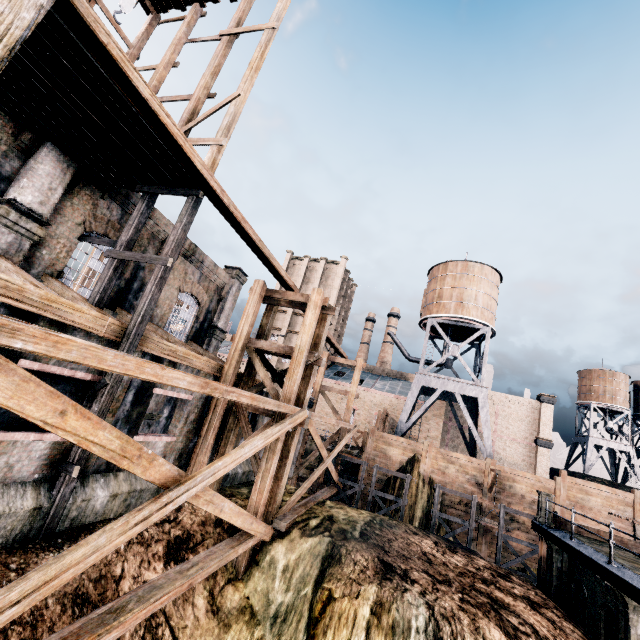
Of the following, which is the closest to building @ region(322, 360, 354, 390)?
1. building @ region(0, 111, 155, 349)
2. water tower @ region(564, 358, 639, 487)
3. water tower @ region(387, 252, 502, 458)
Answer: water tower @ region(387, 252, 502, 458)

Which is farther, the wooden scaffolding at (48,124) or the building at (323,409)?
the building at (323,409)

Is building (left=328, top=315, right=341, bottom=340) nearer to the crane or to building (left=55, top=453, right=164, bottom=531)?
building (left=55, top=453, right=164, bottom=531)

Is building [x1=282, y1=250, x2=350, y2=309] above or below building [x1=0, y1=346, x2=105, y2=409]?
above

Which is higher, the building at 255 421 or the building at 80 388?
the building at 80 388

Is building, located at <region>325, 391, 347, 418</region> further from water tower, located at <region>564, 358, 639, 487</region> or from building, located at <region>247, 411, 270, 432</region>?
building, located at <region>247, 411, 270, 432</region>

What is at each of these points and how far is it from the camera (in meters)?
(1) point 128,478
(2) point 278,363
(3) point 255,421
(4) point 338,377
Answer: (1) building, 11.20
(2) building, 53.19
(3) building, 19.77
(4) building, 52.25
